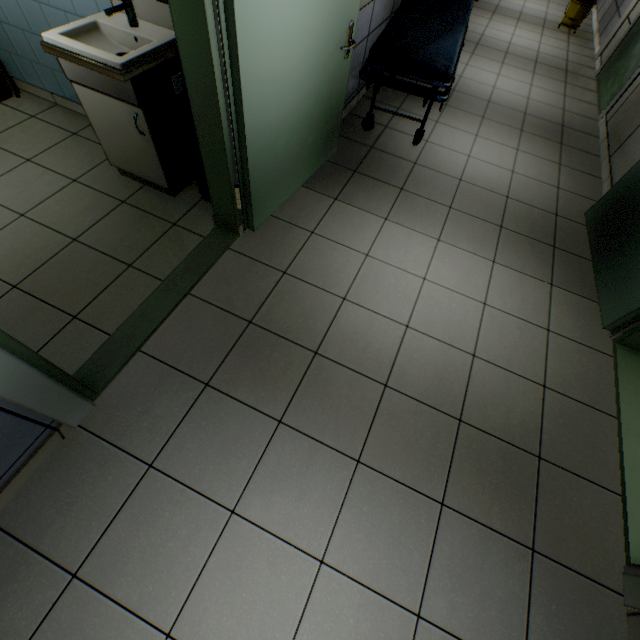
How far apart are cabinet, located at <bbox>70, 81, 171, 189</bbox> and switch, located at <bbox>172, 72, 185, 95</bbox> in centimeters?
56cm

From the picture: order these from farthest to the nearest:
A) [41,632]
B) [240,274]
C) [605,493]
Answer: [240,274], [605,493], [41,632]

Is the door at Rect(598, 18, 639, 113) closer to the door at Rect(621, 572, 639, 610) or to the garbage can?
the door at Rect(621, 572, 639, 610)

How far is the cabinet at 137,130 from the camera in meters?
2.2

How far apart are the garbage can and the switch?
0.7 meters

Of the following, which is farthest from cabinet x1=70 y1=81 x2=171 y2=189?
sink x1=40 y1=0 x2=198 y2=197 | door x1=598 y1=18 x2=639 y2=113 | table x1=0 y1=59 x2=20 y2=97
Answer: door x1=598 y1=18 x2=639 y2=113

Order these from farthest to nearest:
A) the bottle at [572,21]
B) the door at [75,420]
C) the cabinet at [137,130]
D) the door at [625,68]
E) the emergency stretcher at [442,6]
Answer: the bottle at [572,21] < the door at [625,68] < the emergency stretcher at [442,6] < the cabinet at [137,130] < the door at [75,420]

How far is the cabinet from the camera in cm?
218
